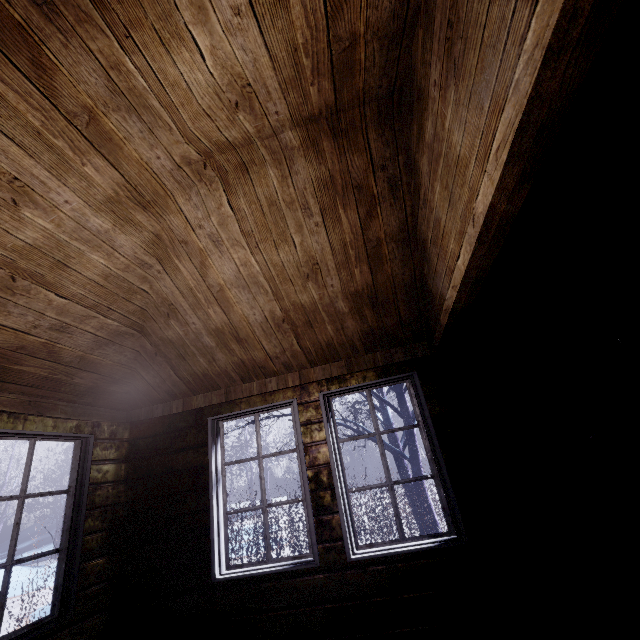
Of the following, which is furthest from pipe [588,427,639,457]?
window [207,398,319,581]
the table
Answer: window [207,398,319,581]

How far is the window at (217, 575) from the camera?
2.5m

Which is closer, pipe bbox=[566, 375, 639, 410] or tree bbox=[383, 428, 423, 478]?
pipe bbox=[566, 375, 639, 410]

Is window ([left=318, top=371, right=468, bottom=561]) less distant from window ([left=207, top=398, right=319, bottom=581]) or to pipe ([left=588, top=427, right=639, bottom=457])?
window ([left=207, top=398, right=319, bottom=581])

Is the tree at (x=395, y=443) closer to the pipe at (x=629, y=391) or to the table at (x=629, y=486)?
the pipe at (x=629, y=391)

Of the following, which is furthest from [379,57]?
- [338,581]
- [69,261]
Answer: [338,581]

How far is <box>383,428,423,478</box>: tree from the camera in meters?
5.2 m
